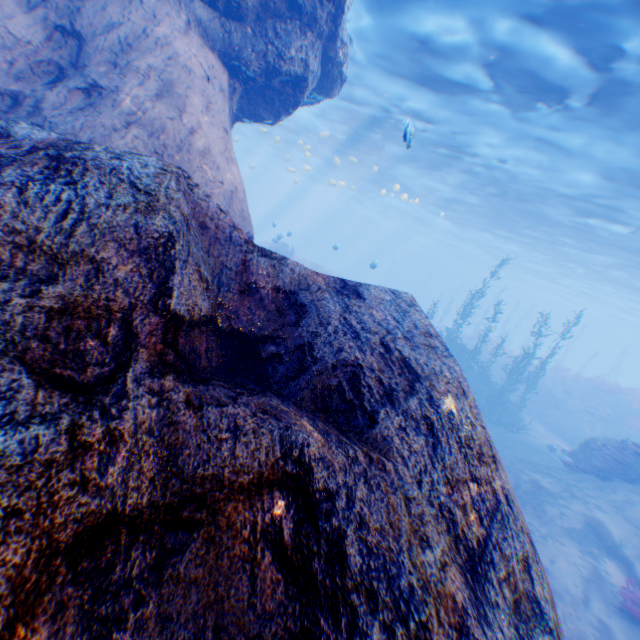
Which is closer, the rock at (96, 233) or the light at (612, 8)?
the rock at (96, 233)

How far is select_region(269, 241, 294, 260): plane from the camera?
24.62m

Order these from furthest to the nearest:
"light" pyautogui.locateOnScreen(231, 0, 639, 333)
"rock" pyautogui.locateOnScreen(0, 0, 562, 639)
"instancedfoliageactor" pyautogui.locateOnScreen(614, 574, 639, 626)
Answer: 1. "light" pyautogui.locateOnScreen(231, 0, 639, 333)
2. "instancedfoliageactor" pyautogui.locateOnScreen(614, 574, 639, 626)
3. "rock" pyautogui.locateOnScreen(0, 0, 562, 639)

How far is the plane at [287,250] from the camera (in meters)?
24.62

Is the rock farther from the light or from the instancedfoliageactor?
the instancedfoliageactor

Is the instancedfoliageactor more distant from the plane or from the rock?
the plane

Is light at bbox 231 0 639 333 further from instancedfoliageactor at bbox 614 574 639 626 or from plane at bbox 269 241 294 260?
instancedfoliageactor at bbox 614 574 639 626

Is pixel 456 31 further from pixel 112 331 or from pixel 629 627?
pixel 629 627
